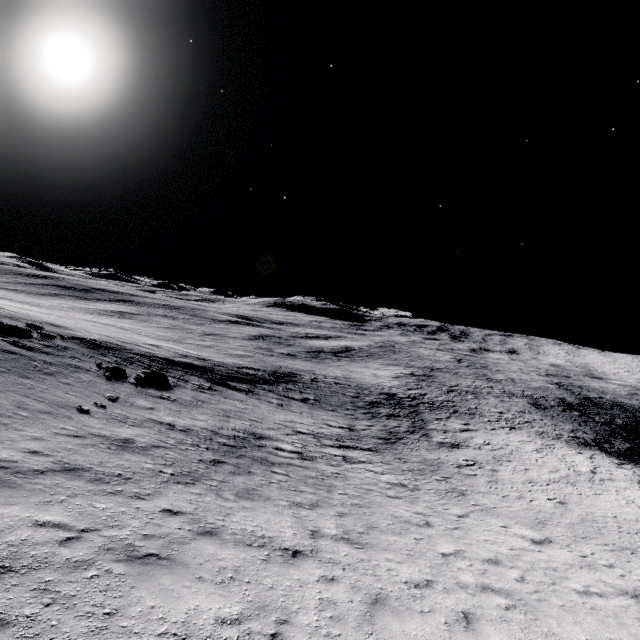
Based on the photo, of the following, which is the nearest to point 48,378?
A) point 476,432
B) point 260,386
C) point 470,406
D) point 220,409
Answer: point 220,409
